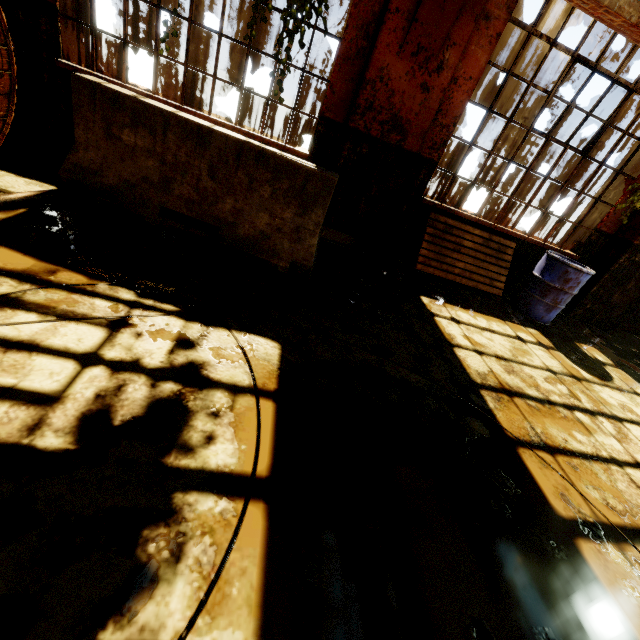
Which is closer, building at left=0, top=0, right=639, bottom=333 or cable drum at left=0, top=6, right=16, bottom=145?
cable drum at left=0, top=6, right=16, bottom=145

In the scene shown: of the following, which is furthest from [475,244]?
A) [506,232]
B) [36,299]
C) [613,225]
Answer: [36,299]

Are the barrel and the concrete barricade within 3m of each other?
no

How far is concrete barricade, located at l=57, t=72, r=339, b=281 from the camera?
3.04m

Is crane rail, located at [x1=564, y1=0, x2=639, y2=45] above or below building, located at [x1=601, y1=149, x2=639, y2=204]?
above

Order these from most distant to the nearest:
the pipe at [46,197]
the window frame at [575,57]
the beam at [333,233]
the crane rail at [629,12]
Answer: the beam at [333,233], the window frame at [575,57], the crane rail at [629,12], the pipe at [46,197]

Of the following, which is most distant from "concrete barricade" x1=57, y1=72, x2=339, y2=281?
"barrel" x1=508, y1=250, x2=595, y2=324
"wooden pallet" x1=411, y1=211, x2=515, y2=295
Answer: "barrel" x1=508, y1=250, x2=595, y2=324

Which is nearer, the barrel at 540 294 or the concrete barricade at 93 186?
the concrete barricade at 93 186
